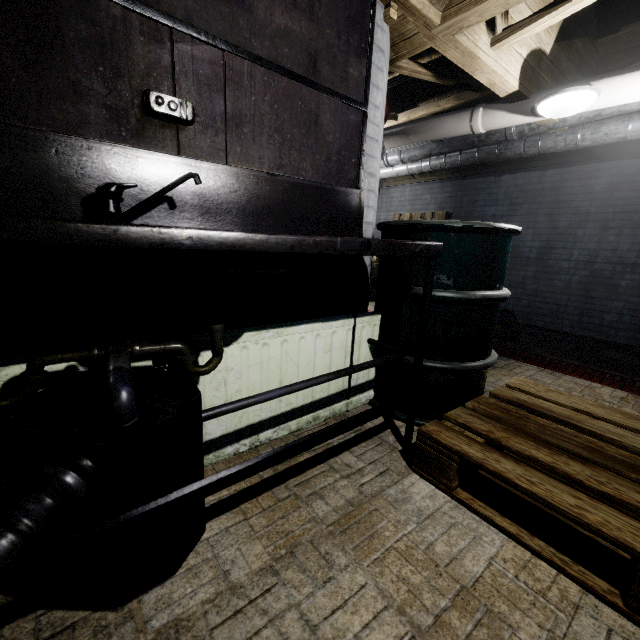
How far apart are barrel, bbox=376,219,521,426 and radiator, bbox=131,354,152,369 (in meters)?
1.12

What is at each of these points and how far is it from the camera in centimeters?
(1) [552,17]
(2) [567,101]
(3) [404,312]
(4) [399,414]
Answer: (1) beam, 167cm
(2) light, 202cm
(3) barrel, 164cm
(4) barrel, 172cm

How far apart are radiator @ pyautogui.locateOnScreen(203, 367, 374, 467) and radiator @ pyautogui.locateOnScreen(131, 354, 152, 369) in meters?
0.1 m

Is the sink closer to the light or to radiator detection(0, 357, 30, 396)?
radiator detection(0, 357, 30, 396)

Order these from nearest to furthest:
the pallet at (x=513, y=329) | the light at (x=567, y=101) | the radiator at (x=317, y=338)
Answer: the radiator at (x=317, y=338), the light at (x=567, y=101), the pallet at (x=513, y=329)

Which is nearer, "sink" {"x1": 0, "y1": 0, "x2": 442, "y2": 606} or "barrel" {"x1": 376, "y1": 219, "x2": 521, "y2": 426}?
"sink" {"x1": 0, "y1": 0, "x2": 442, "y2": 606}

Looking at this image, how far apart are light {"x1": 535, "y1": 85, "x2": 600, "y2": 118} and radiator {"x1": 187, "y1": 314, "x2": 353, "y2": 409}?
1.8 meters

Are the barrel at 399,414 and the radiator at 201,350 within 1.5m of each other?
yes
